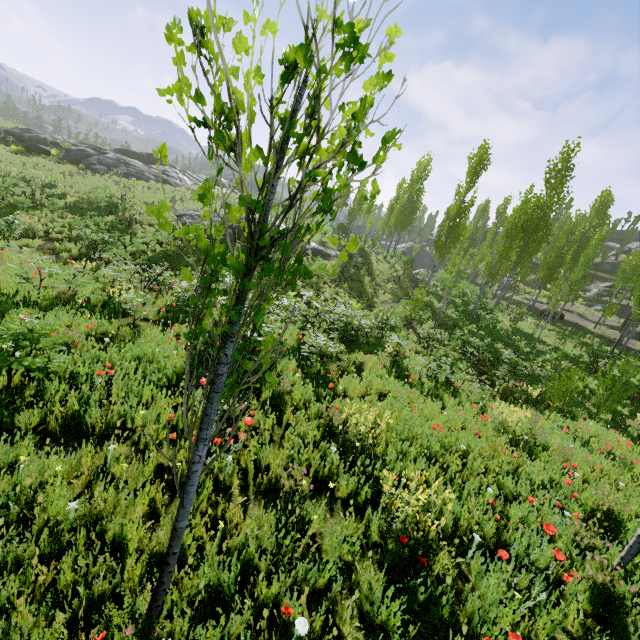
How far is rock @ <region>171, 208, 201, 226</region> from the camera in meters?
22.3 m

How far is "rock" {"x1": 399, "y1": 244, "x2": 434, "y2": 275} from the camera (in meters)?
56.28

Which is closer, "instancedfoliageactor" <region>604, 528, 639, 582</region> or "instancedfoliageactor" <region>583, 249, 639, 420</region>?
"instancedfoliageactor" <region>604, 528, 639, 582</region>

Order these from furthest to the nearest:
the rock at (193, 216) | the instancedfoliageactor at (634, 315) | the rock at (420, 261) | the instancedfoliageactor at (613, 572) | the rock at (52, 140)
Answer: the rock at (420, 261)
the rock at (52, 140)
the rock at (193, 216)
the instancedfoliageactor at (634, 315)
the instancedfoliageactor at (613, 572)

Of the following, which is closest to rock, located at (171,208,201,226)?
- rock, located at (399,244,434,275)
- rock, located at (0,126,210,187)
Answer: rock, located at (0,126,210,187)

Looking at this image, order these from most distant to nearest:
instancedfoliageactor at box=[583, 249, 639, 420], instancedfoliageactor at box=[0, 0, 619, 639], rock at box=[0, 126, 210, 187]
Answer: rock at box=[0, 126, 210, 187]
instancedfoliageactor at box=[583, 249, 639, 420]
instancedfoliageactor at box=[0, 0, 619, 639]

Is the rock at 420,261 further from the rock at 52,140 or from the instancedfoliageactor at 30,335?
the rock at 52,140

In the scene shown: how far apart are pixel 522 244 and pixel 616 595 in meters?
24.1
